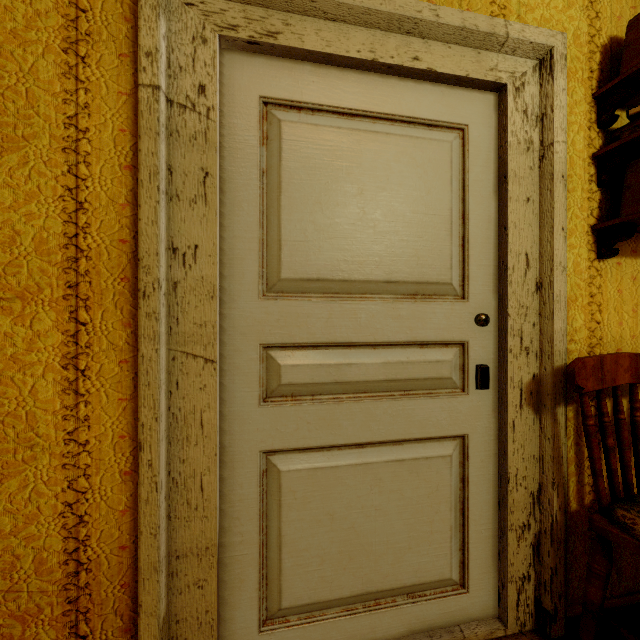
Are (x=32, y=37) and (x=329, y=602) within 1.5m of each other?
no

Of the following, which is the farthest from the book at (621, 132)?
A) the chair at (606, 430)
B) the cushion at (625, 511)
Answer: the cushion at (625, 511)

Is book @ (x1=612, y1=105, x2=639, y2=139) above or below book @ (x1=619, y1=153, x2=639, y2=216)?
above

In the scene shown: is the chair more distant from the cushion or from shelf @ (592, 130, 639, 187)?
shelf @ (592, 130, 639, 187)

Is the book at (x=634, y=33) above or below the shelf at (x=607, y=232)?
above

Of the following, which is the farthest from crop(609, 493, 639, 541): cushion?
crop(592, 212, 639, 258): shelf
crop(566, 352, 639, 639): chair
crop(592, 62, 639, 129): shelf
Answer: crop(592, 62, 639, 129): shelf

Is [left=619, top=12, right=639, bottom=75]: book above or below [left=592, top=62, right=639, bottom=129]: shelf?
above

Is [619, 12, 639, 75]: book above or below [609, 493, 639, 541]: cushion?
above
